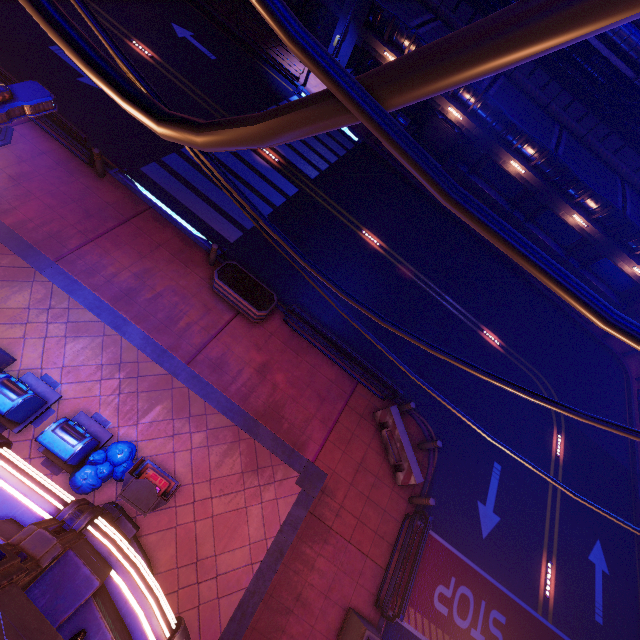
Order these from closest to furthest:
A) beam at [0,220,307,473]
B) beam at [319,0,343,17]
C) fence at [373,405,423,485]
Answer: beam at [0,220,307,473] < fence at [373,405,423,485] < beam at [319,0,343,17]

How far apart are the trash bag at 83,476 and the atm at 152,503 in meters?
A: 0.1 m

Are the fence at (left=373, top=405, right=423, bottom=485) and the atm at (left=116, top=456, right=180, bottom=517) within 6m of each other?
no

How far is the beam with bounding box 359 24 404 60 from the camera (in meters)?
18.92

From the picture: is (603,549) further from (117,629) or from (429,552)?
(117,629)

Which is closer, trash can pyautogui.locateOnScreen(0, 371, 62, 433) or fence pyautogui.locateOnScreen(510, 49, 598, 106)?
trash can pyautogui.locateOnScreen(0, 371, 62, 433)

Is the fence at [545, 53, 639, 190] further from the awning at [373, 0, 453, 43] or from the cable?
the cable

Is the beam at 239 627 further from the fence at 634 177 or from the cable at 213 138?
the fence at 634 177
